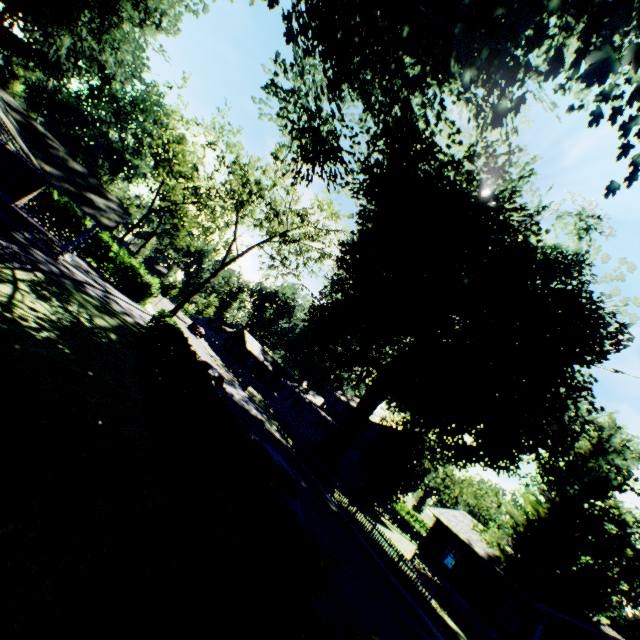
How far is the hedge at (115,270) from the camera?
31.7 meters

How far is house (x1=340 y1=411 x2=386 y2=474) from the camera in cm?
4053

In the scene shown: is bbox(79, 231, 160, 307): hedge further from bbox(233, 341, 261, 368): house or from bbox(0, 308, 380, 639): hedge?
bbox(233, 341, 261, 368): house

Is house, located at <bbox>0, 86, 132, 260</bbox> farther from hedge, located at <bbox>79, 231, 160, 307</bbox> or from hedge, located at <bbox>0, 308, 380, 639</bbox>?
hedge, located at <bbox>0, 308, 380, 639</bbox>

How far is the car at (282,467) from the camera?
11.53m

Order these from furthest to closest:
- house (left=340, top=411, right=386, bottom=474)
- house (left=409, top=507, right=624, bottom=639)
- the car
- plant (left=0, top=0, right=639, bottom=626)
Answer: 1. house (left=340, top=411, right=386, bottom=474)
2. house (left=409, top=507, right=624, bottom=639)
3. the car
4. plant (left=0, top=0, right=639, bottom=626)

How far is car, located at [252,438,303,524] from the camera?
11.5m

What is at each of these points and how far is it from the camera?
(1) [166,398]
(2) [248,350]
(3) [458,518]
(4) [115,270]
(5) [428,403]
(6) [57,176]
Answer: (1) hedge, 11.3 meters
(2) house, 59.5 meters
(3) house, 30.1 meters
(4) hedge, 32.5 meters
(5) plant, 27.6 meters
(6) house, 20.2 meters
